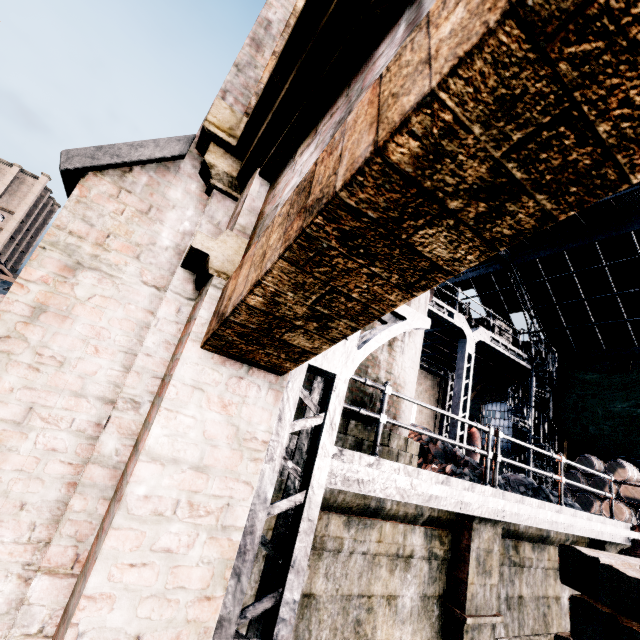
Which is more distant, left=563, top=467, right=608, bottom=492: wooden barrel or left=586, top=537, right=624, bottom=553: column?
left=563, top=467, right=608, bottom=492: wooden barrel

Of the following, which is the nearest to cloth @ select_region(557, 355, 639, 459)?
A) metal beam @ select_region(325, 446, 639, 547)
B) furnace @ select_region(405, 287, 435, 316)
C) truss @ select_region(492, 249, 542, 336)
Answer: truss @ select_region(492, 249, 542, 336)

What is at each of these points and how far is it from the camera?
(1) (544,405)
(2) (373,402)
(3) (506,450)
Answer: (1) truss, 16.5 meters
(2) furnace, 5.7 meters
(3) building, 18.3 meters

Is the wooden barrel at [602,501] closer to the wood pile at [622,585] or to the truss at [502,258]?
the truss at [502,258]

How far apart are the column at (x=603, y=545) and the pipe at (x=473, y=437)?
7.8m

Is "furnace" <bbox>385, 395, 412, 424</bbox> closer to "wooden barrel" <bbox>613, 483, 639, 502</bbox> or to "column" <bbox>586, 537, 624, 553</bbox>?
"column" <bbox>586, 537, 624, 553</bbox>

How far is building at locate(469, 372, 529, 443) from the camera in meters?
18.6 m

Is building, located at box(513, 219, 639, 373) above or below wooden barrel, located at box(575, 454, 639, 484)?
above
